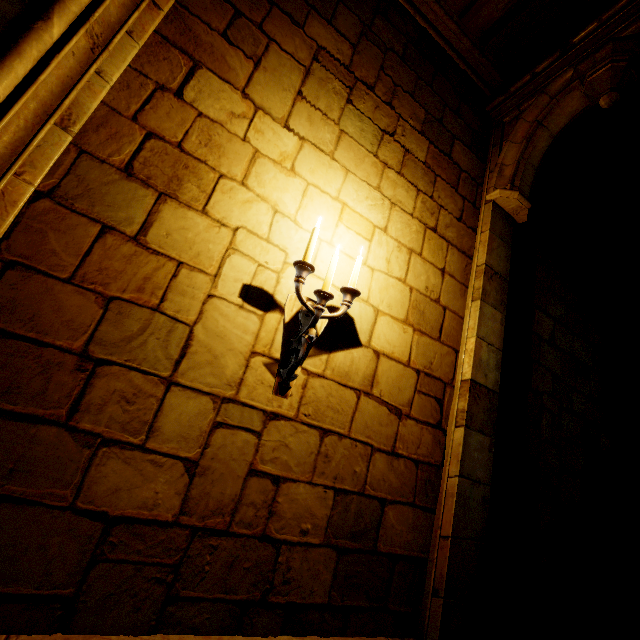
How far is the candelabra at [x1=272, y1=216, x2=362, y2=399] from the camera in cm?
181

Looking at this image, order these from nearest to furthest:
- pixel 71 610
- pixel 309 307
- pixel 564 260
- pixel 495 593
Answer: pixel 71 610 < pixel 309 307 < pixel 495 593 < pixel 564 260

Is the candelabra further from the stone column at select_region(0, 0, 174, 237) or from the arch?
the arch

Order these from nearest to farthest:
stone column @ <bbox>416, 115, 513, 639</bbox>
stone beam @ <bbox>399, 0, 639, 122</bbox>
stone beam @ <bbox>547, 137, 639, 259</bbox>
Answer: stone column @ <bbox>416, 115, 513, 639</bbox> → stone beam @ <bbox>399, 0, 639, 122</bbox> → stone beam @ <bbox>547, 137, 639, 259</bbox>

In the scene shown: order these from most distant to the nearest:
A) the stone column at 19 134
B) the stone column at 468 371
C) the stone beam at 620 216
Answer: the stone beam at 620 216 → the stone column at 468 371 → the stone column at 19 134

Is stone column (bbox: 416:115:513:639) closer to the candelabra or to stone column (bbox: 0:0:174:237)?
the candelabra

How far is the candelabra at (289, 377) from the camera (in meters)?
1.81

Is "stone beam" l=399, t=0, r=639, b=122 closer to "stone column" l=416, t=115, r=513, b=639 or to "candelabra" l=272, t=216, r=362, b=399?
"stone column" l=416, t=115, r=513, b=639
